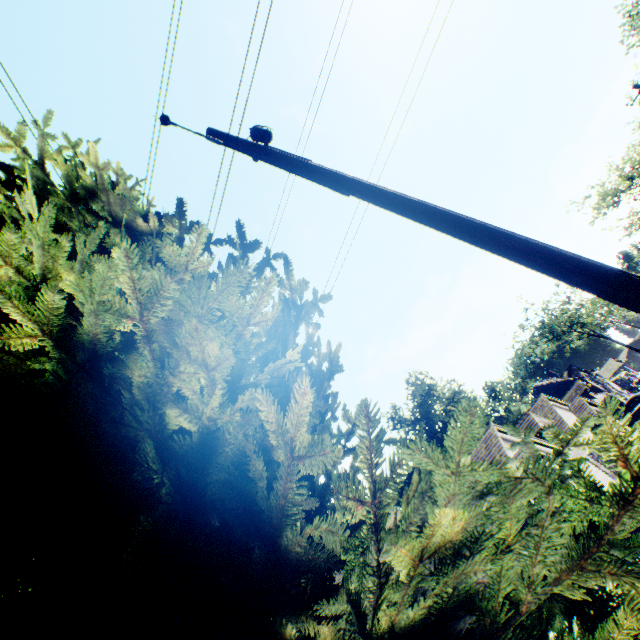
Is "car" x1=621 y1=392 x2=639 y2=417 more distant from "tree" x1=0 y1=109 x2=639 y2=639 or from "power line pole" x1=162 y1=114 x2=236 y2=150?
"power line pole" x1=162 y1=114 x2=236 y2=150

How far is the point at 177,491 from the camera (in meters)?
1.46

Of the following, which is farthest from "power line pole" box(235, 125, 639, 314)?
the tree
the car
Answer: the car

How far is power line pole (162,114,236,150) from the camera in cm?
398

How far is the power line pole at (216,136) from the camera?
3.98m

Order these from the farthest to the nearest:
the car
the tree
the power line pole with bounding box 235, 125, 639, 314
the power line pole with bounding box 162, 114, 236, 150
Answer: the car → the power line pole with bounding box 162, 114, 236, 150 → the power line pole with bounding box 235, 125, 639, 314 → the tree

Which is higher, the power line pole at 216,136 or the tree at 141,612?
the power line pole at 216,136

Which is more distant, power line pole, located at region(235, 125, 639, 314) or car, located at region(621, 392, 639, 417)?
car, located at region(621, 392, 639, 417)
